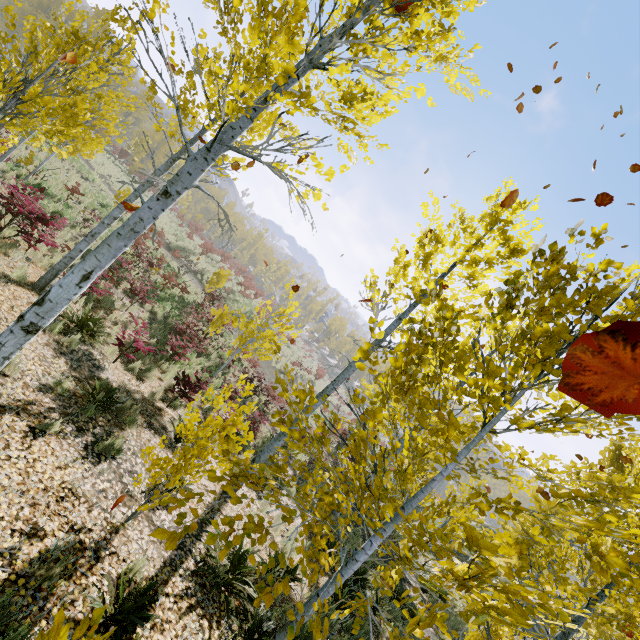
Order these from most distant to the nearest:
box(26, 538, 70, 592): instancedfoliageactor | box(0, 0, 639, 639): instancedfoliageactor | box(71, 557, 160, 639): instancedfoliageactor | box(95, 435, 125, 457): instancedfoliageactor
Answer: box(95, 435, 125, 457): instancedfoliageactor < box(26, 538, 70, 592): instancedfoliageactor < box(0, 0, 639, 639): instancedfoliageactor < box(71, 557, 160, 639): instancedfoliageactor

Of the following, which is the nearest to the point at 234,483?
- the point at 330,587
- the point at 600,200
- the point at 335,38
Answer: the point at 330,587

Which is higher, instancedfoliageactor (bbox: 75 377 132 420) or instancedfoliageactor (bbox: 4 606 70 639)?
instancedfoliageactor (bbox: 4 606 70 639)

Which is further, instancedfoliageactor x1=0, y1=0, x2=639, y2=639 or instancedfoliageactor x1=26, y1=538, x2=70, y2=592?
instancedfoliageactor x1=26, y1=538, x2=70, y2=592

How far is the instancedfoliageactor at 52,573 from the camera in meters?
3.2 m
